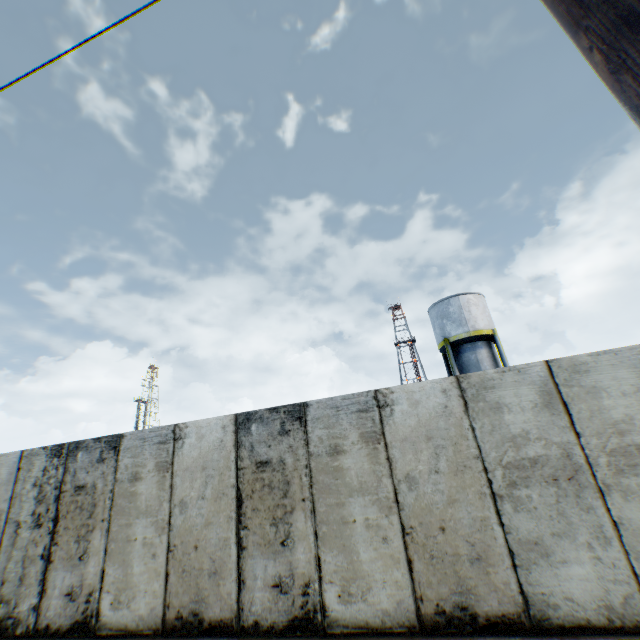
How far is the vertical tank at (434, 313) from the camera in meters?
21.4 m

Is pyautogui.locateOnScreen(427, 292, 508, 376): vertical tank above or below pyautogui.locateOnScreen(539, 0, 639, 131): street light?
above

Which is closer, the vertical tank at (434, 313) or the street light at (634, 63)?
the street light at (634, 63)

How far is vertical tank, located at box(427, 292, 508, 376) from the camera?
21.42m

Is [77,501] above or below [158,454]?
below

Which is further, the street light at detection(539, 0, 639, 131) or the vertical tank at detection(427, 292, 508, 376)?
the vertical tank at detection(427, 292, 508, 376)
